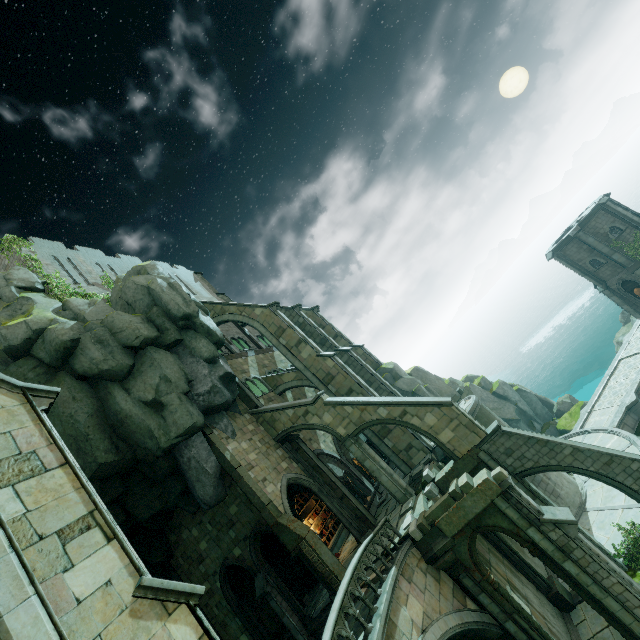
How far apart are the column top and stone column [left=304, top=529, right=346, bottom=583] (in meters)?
4.26

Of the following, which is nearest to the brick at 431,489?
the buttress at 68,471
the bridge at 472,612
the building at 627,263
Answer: the bridge at 472,612

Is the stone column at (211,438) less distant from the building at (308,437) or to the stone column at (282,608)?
the stone column at (282,608)

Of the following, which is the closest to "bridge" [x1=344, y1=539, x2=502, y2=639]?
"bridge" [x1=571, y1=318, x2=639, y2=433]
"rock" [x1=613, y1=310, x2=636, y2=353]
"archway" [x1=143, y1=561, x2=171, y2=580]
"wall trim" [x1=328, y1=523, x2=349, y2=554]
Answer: "wall trim" [x1=328, y1=523, x2=349, y2=554]

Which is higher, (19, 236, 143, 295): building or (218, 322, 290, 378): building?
(19, 236, 143, 295): building

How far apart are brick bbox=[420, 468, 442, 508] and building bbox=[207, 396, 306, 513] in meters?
6.8

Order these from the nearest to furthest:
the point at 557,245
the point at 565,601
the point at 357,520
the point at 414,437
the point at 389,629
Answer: → the point at 389,629 → the point at 565,601 → the point at 357,520 → the point at 414,437 → the point at 557,245

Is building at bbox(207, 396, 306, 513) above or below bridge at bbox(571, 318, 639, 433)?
above
